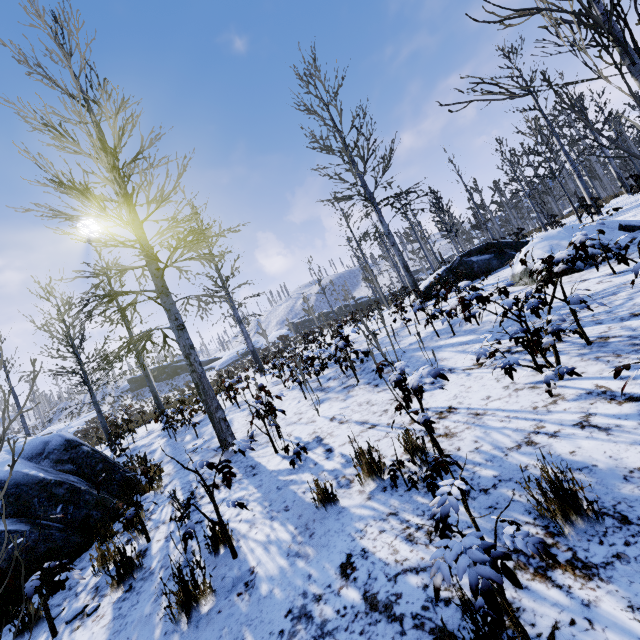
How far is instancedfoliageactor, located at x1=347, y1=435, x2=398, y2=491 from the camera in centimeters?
271cm

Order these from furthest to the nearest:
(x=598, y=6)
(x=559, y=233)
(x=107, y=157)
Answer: (x=559, y=233) → (x=107, y=157) → (x=598, y=6)

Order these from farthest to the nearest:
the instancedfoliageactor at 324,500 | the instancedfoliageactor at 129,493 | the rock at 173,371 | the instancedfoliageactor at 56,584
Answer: the rock at 173,371 → the instancedfoliageactor at 129,493 → the instancedfoliageactor at 324,500 → the instancedfoliageactor at 56,584

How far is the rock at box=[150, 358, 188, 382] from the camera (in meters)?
55.25

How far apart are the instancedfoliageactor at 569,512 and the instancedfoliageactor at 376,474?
1.4m

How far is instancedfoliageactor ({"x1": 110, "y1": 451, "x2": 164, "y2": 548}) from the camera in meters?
3.9

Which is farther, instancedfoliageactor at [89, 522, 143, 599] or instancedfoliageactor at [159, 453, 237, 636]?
instancedfoliageactor at [89, 522, 143, 599]

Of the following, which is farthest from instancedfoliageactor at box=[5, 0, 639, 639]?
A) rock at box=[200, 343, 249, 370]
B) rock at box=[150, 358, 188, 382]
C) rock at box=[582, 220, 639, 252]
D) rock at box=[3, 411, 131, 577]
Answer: rock at box=[150, 358, 188, 382]
